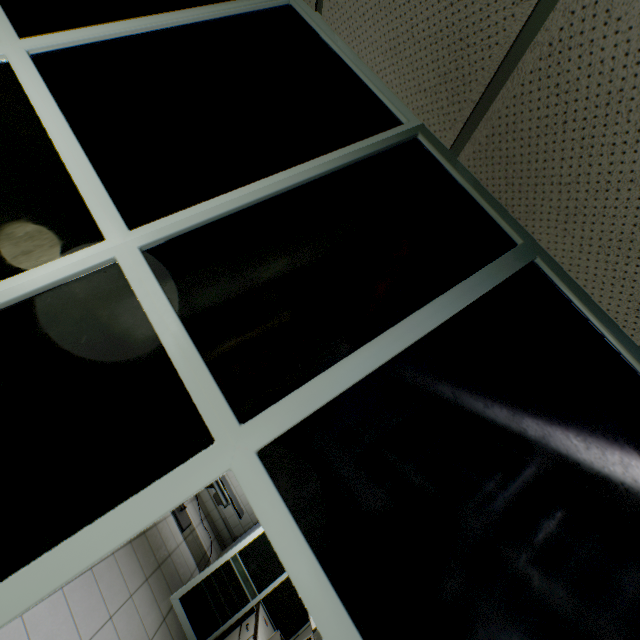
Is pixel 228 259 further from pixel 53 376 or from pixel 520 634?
pixel 520 634
